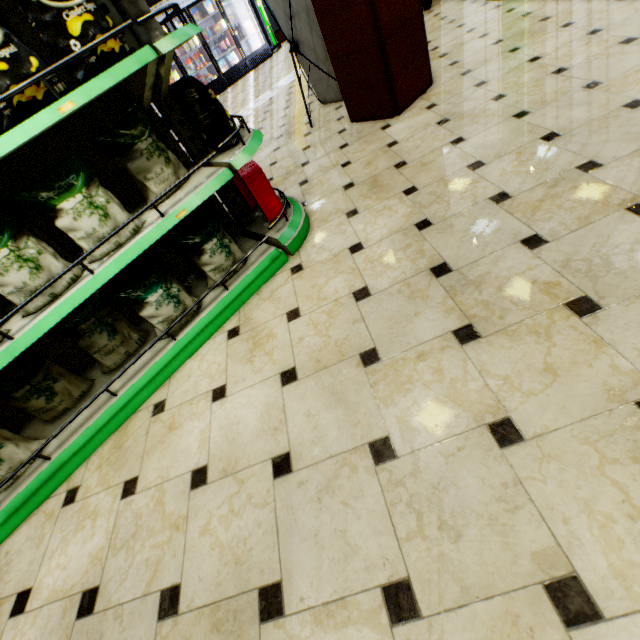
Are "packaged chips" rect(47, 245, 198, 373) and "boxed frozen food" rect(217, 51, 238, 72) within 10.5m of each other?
no

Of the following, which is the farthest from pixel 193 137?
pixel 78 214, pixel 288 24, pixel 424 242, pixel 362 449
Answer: pixel 288 24

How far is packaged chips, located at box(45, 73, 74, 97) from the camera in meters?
1.4 m

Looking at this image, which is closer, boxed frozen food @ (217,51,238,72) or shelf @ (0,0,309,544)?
shelf @ (0,0,309,544)

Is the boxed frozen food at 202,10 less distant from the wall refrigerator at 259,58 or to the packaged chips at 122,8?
the wall refrigerator at 259,58

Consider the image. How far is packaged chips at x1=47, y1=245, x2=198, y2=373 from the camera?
1.89m

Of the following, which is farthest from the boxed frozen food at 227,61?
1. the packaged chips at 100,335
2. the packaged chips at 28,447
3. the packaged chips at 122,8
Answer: the packaged chips at 28,447

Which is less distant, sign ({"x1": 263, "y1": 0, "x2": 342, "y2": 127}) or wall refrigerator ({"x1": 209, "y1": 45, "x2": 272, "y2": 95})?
sign ({"x1": 263, "y1": 0, "x2": 342, "y2": 127})
